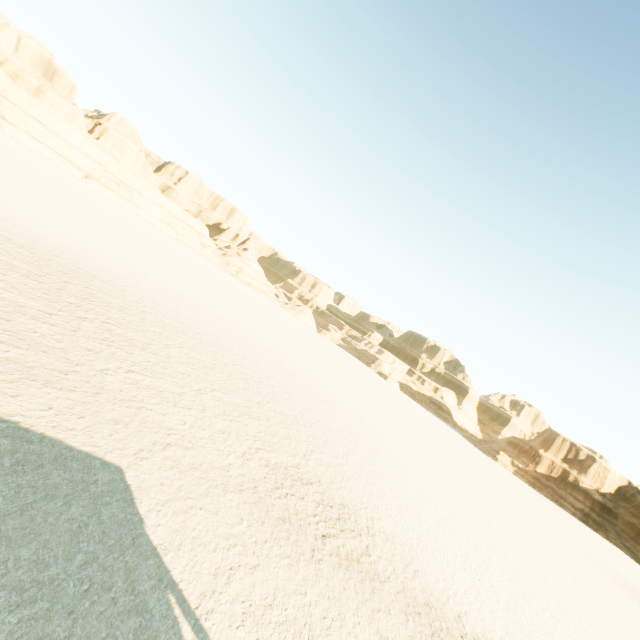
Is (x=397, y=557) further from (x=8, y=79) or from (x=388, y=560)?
(x=8, y=79)
